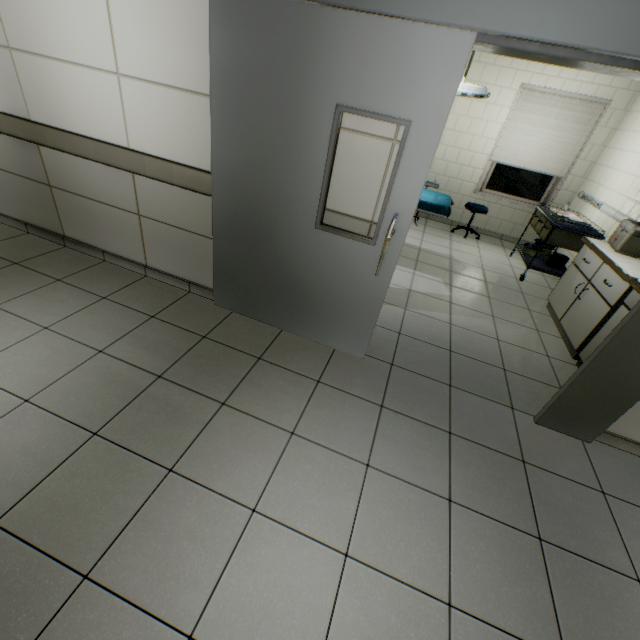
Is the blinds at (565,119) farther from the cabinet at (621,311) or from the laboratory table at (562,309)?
the cabinet at (621,311)

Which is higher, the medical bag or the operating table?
the medical bag

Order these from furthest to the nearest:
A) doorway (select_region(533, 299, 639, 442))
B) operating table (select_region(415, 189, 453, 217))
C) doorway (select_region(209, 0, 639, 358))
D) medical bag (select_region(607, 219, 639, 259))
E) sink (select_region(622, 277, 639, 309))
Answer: operating table (select_region(415, 189, 453, 217))
medical bag (select_region(607, 219, 639, 259))
sink (select_region(622, 277, 639, 309))
doorway (select_region(533, 299, 639, 442))
doorway (select_region(209, 0, 639, 358))

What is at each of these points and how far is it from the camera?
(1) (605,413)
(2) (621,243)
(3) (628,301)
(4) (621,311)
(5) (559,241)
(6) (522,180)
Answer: (1) doorway, 2.25m
(2) medical bag, 3.32m
(3) sink, 2.77m
(4) cabinet, 2.83m
(5) medical table, 4.39m
(6) window, 5.98m

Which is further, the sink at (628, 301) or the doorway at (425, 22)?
the sink at (628, 301)

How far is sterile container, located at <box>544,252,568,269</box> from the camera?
4.66m

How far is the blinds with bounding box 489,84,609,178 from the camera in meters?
5.1

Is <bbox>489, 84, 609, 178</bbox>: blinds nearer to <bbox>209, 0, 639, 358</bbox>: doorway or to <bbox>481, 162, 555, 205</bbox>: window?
<bbox>481, 162, 555, 205</bbox>: window
